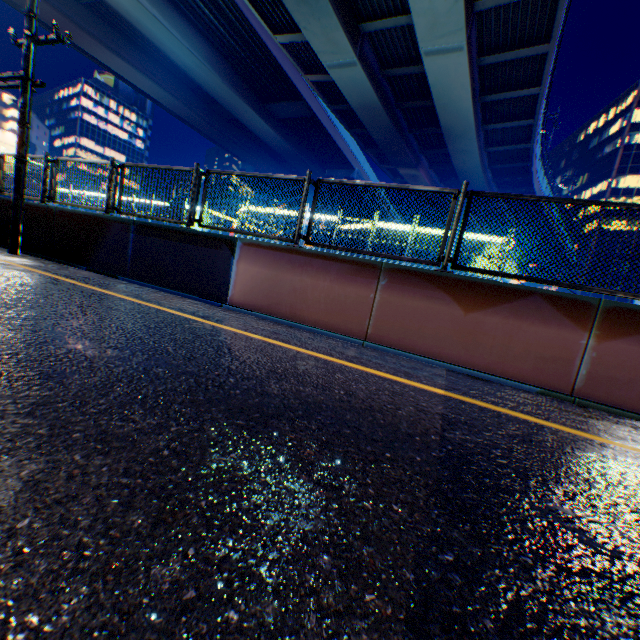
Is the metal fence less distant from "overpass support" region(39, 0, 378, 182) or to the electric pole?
"overpass support" region(39, 0, 378, 182)

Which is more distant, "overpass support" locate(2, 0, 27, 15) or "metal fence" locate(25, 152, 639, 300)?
"overpass support" locate(2, 0, 27, 15)

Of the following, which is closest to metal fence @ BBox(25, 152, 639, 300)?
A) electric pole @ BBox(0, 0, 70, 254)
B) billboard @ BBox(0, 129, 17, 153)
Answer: electric pole @ BBox(0, 0, 70, 254)

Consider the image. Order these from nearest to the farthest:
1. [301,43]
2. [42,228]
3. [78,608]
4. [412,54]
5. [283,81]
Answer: [78,608], [42,228], [412,54], [301,43], [283,81]

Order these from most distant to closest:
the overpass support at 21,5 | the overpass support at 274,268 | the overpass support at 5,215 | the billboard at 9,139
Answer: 1. the billboard at 9,139
2. the overpass support at 21,5
3. the overpass support at 5,215
4. the overpass support at 274,268

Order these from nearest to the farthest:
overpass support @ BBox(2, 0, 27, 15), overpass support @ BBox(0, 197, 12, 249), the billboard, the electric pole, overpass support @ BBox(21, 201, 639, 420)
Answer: overpass support @ BBox(21, 201, 639, 420) → the electric pole → overpass support @ BBox(0, 197, 12, 249) → overpass support @ BBox(2, 0, 27, 15) → the billboard

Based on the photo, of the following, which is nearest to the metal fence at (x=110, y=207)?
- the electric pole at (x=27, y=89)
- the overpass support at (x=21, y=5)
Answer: the overpass support at (x=21, y=5)

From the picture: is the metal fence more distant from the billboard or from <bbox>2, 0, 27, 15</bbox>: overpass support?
the billboard
